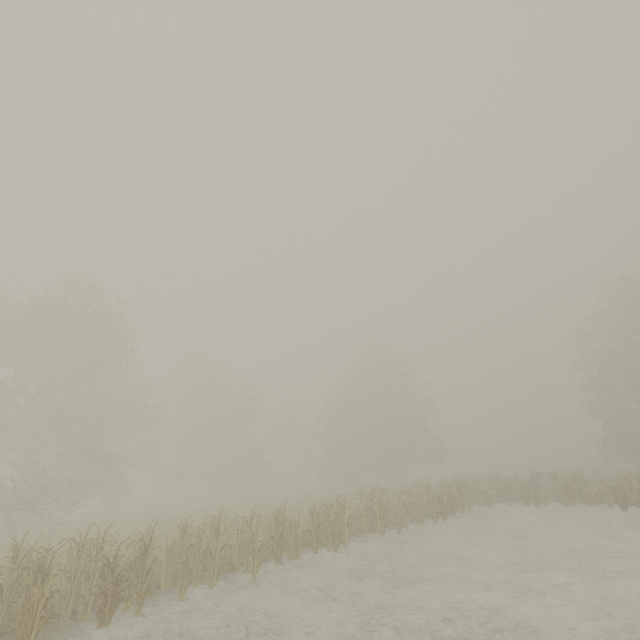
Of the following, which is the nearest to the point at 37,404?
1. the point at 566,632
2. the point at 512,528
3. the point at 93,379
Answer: the point at 93,379
